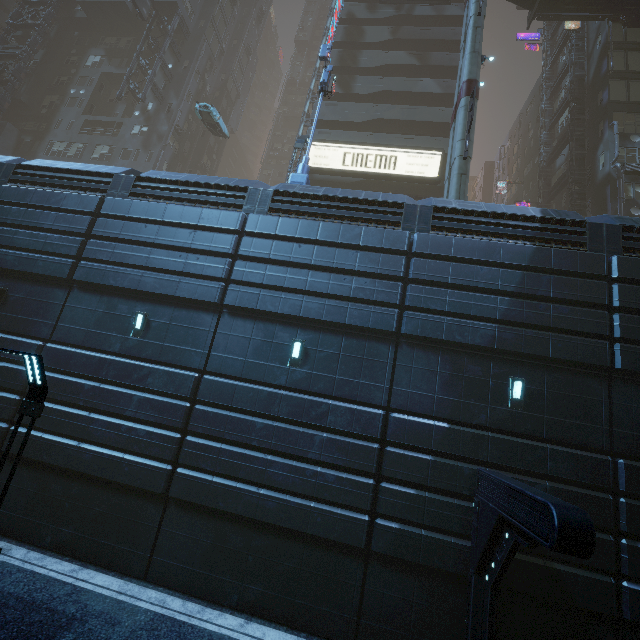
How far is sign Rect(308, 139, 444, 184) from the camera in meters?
24.2 m

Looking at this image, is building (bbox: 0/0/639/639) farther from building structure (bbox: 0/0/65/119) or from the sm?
the sm

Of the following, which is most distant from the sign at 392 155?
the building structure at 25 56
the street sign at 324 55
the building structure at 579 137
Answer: the building structure at 25 56

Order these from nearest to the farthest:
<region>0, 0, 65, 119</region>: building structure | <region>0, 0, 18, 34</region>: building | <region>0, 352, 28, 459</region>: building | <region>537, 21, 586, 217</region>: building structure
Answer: <region>0, 352, 28, 459</region>: building < <region>537, 21, 586, 217</region>: building structure < <region>0, 0, 65, 119</region>: building structure < <region>0, 0, 18, 34</region>: building

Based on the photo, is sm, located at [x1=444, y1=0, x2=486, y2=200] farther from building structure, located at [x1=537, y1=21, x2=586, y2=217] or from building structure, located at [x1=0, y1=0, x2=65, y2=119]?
building structure, located at [x1=0, y1=0, x2=65, y2=119]

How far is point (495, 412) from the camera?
9.2m

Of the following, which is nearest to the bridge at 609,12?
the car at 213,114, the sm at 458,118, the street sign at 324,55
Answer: the sm at 458,118

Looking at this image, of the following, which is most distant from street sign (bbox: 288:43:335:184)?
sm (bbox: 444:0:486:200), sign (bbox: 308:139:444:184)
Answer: sign (bbox: 308:139:444:184)
